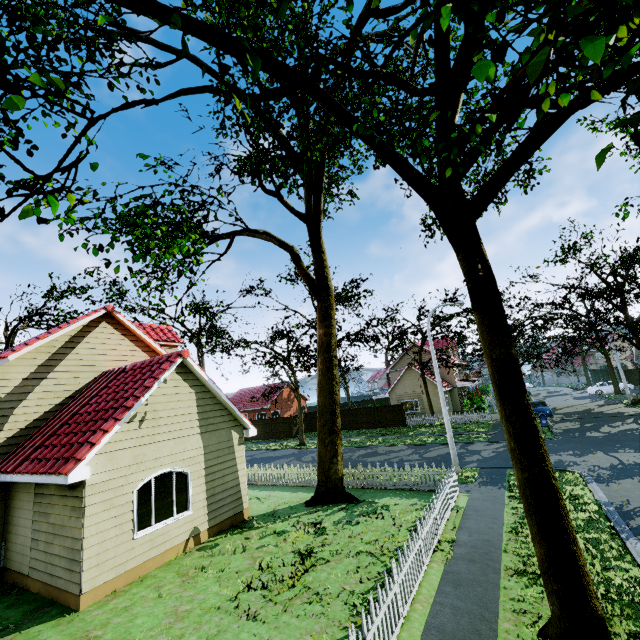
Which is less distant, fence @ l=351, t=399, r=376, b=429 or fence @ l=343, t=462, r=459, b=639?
fence @ l=343, t=462, r=459, b=639

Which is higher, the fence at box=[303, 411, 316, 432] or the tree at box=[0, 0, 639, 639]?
the fence at box=[303, 411, 316, 432]

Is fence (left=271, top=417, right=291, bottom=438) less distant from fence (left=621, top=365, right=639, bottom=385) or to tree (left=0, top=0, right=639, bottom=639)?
fence (left=621, top=365, right=639, bottom=385)

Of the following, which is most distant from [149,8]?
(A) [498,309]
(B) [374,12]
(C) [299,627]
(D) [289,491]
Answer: (D) [289,491]

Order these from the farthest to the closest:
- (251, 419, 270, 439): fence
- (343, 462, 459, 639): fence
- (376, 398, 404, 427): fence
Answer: (251, 419, 270, 439): fence, (376, 398, 404, 427): fence, (343, 462, 459, 639): fence

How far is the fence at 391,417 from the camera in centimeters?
3353cm

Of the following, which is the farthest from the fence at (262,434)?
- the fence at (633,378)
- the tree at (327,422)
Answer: the tree at (327,422)
